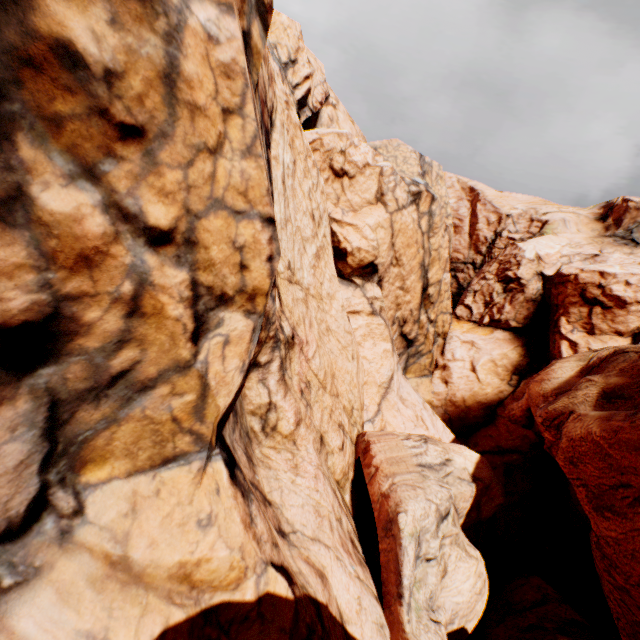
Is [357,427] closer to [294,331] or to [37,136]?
[294,331]
